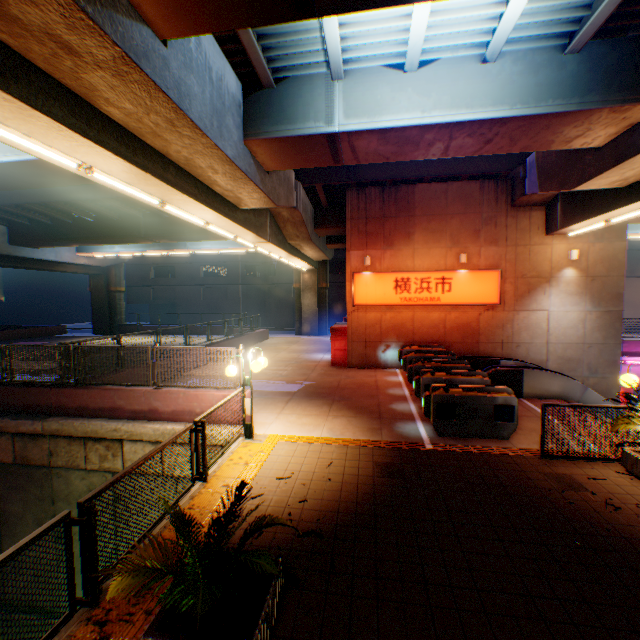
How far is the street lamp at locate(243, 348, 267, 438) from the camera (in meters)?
7.50

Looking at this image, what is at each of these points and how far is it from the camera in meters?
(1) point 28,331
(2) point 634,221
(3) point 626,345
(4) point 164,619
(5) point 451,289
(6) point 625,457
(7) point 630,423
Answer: (1) concrete block, 31.2
(2) overpass support, 18.2
(3) concrete block, 18.0
(4) flower bed, 3.0
(5) sign, 15.0
(6) flower bed, 6.2
(7) plants, 6.1

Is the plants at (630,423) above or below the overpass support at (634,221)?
below

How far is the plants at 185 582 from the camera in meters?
2.7

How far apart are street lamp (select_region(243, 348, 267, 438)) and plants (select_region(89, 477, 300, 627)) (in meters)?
3.53

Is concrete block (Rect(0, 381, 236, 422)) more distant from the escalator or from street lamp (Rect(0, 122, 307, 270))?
the escalator

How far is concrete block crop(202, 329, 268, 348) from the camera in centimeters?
1900cm

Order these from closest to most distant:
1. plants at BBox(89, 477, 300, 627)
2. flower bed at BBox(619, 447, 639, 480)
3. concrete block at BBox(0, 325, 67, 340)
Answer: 1. plants at BBox(89, 477, 300, 627)
2. flower bed at BBox(619, 447, 639, 480)
3. concrete block at BBox(0, 325, 67, 340)
